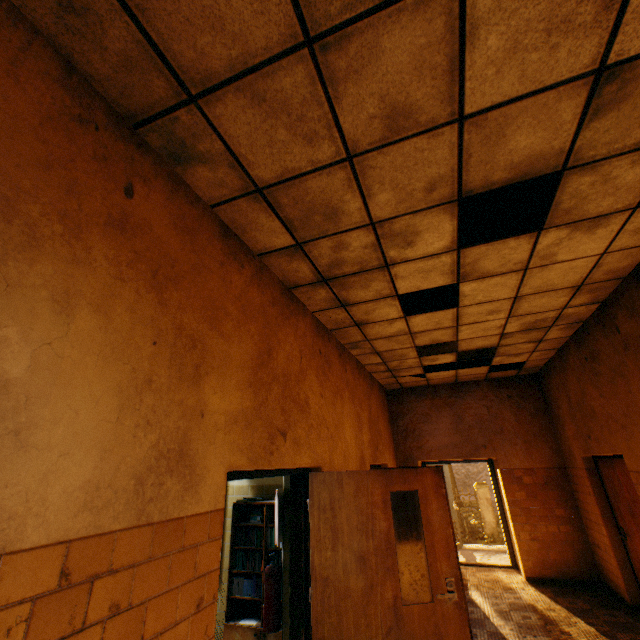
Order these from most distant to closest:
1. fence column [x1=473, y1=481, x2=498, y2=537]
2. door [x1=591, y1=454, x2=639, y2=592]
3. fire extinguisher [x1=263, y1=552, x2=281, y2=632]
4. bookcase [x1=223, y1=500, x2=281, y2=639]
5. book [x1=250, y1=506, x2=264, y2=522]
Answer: fence column [x1=473, y1=481, x2=498, y2=537]
door [x1=591, y1=454, x2=639, y2=592]
book [x1=250, y1=506, x2=264, y2=522]
bookcase [x1=223, y1=500, x2=281, y2=639]
fire extinguisher [x1=263, y1=552, x2=281, y2=632]

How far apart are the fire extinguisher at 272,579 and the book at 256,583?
0.47m

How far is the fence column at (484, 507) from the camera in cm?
1552

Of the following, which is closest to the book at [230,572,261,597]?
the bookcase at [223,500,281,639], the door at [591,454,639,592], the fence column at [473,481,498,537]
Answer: the bookcase at [223,500,281,639]

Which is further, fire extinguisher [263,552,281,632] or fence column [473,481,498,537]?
fence column [473,481,498,537]

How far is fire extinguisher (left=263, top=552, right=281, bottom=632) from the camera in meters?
3.1

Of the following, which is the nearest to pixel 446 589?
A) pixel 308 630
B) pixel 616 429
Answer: pixel 308 630

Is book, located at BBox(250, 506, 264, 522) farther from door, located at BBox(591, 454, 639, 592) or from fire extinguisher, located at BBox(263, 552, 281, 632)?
door, located at BBox(591, 454, 639, 592)
